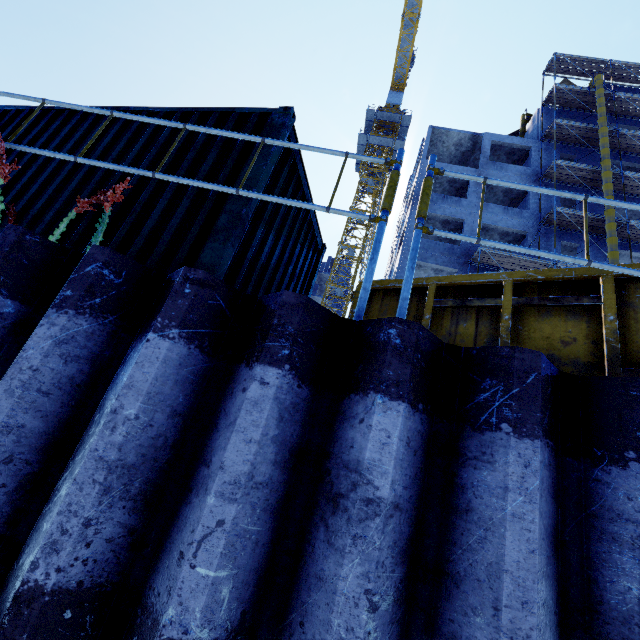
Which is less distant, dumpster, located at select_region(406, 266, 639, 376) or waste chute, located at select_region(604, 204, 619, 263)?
dumpster, located at select_region(406, 266, 639, 376)

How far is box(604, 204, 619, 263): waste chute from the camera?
17.0 meters

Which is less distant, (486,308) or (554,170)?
(486,308)

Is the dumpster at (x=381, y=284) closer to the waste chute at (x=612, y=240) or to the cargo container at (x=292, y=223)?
the cargo container at (x=292, y=223)

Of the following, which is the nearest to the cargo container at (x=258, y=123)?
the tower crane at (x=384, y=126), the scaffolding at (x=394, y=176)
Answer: the scaffolding at (x=394, y=176)

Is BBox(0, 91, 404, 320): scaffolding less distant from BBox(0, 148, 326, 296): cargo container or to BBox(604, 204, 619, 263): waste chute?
BBox(0, 148, 326, 296): cargo container

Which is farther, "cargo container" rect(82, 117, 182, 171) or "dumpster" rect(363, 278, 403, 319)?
"dumpster" rect(363, 278, 403, 319)

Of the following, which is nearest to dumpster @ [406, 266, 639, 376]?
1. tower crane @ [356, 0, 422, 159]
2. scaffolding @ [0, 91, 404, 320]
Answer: scaffolding @ [0, 91, 404, 320]
